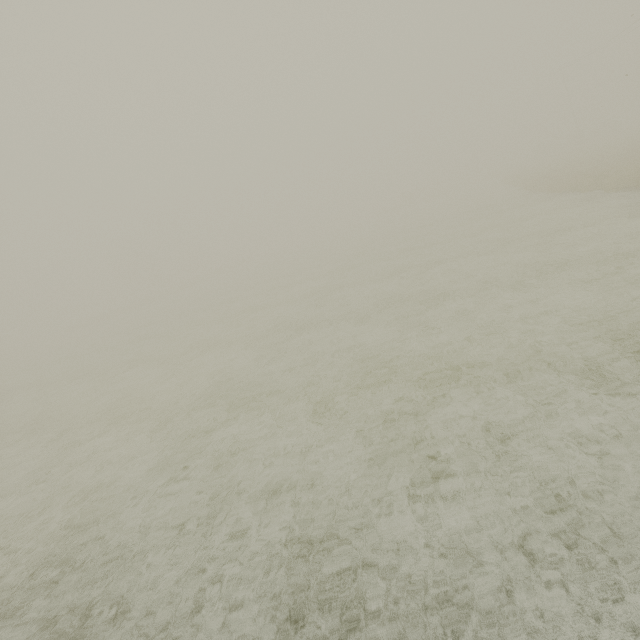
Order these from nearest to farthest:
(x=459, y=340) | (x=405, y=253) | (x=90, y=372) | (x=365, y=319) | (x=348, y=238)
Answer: (x=459, y=340)
(x=365, y=319)
(x=90, y=372)
(x=405, y=253)
(x=348, y=238)
